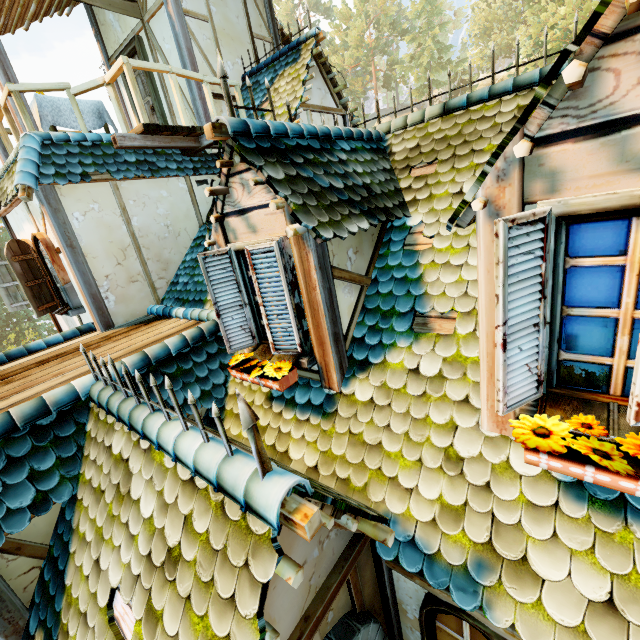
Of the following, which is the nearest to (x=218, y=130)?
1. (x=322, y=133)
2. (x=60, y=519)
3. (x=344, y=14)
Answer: (x=322, y=133)

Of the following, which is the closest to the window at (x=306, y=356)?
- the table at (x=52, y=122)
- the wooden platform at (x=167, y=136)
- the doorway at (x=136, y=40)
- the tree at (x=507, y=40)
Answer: the wooden platform at (x=167, y=136)

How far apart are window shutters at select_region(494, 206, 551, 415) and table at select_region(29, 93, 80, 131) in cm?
774

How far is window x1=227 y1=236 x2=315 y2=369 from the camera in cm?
307

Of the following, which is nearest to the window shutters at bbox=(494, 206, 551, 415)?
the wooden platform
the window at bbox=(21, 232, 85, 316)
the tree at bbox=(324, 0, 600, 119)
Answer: the wooden platform

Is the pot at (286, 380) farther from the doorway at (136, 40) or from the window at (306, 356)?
the doorway at (136, 40)

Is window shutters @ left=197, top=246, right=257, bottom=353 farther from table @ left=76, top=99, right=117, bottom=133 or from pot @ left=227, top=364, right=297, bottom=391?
table @ left=76, top=99, right=117, bottom=133

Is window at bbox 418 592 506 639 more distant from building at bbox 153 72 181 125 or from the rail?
the rail
